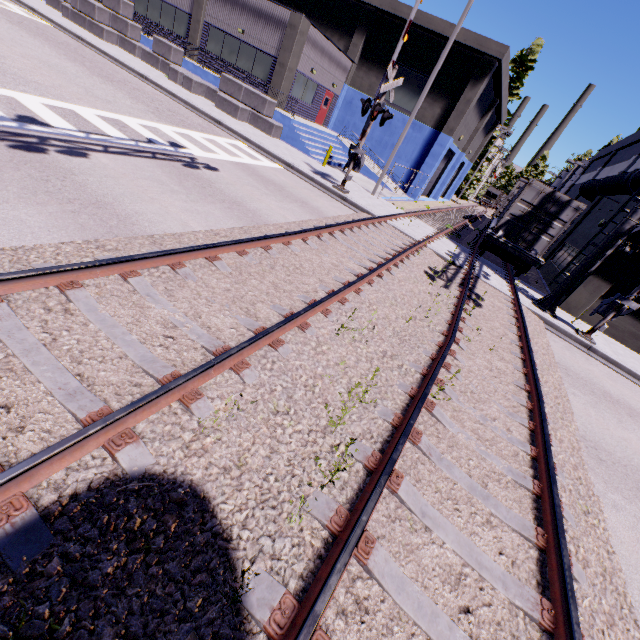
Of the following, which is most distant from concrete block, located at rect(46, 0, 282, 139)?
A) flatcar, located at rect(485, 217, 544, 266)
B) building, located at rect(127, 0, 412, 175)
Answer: flatcar, located at rect(485, 217, 544, 266)

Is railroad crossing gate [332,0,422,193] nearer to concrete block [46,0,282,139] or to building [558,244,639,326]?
concrete block [46,0,282,139]

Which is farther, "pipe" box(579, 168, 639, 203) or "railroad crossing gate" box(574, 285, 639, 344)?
"pipe" box(579, 168, 639, 203)

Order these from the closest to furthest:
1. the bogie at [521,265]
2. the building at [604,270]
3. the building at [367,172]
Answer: the building at [604,270]
the bogie at [521,265]
the building at [367,172]

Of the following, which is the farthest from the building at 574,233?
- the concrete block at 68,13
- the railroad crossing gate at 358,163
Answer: the railroad crossing gate at 358,163

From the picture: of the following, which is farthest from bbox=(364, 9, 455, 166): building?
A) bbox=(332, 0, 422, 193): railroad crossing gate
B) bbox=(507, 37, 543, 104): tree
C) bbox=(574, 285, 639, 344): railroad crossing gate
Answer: bbox=(574, 285, 639, 344): railroad crossing gate

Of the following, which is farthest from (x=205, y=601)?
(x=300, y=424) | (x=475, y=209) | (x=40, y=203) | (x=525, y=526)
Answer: (x=475, y=209)

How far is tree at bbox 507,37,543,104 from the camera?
38.7m
